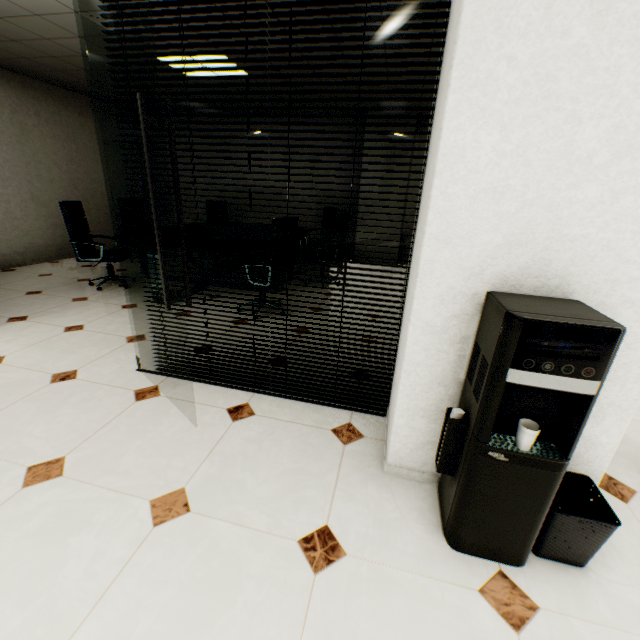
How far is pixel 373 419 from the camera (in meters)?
2.22

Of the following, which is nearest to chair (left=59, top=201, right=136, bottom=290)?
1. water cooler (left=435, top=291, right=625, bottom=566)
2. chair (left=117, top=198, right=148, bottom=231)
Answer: chair (left=117, top=198, right=148, bottom=231)

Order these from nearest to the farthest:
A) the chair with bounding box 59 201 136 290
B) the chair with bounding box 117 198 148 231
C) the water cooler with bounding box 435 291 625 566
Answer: the water cooler with bounding box 435 291 625 566 → the chair with bounding box 59 201 136 290 → the chair with bounding box 117 198 148 231

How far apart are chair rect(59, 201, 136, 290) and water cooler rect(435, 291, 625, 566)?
4.7m

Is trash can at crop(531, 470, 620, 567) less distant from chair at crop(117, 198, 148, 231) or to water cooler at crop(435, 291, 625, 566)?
water cooler at crop(435, 291, 625, 566)

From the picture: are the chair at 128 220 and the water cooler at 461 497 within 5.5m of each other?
no

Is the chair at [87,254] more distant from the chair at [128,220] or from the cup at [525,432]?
the cup at [525,432]

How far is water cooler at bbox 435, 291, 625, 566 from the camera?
1.0m
